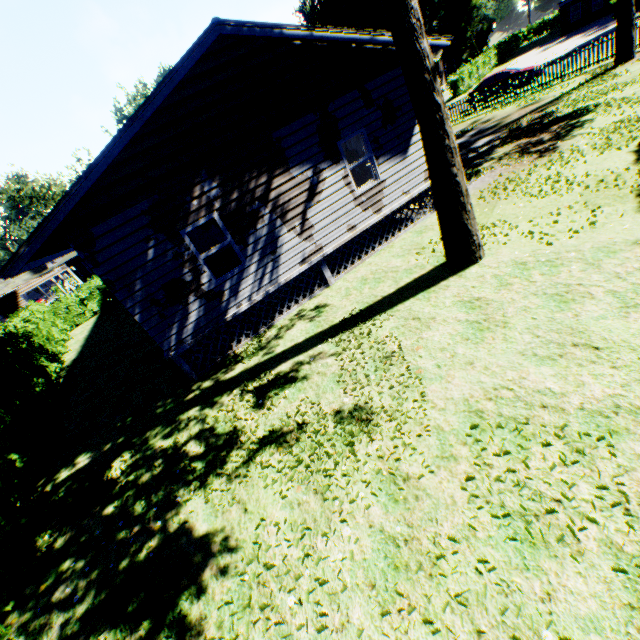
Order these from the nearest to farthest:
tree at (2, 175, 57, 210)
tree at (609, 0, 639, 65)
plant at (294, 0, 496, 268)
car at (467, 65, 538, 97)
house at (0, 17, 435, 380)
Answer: plant at (294, 0, 496, 268) → house at (0, 17, 435, 380) → tree at (609, 0, 639, 65) → car at (467, 65, 538, 97) → tree at (2, 175, 57, 210)

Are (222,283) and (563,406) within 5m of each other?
no

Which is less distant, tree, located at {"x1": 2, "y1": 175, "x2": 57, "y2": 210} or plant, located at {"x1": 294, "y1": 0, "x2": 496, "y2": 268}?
plant, located at {"x1": 294, "y1": 0, "x2": 496, "y2": 268}

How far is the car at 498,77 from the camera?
22.97m

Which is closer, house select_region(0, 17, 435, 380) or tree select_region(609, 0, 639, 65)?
house select_region(0, 17, 435, 380)

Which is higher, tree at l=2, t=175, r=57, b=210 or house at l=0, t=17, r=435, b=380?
tree at l=2, t=175, r=57, b=210

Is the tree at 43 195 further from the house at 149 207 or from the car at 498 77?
the car at 498 77

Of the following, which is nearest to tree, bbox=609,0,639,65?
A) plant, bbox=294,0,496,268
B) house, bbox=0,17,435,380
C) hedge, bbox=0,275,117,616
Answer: hedge, bbox=0,275,117,616
